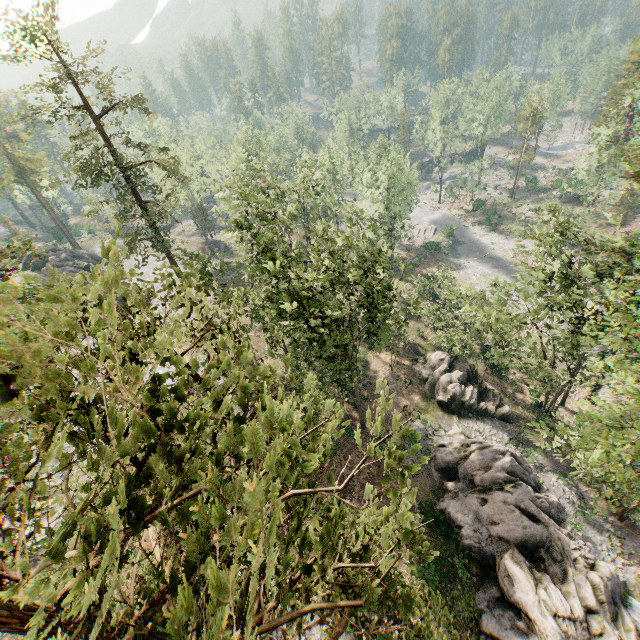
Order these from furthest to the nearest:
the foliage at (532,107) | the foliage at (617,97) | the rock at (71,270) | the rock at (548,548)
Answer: the foliage at (532,107), the rock at (71,270), the rock at (548,548), the foliage at (617,97)

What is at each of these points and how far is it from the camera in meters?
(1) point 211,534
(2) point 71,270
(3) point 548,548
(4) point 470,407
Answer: (1) foliage, 1.7
(2) rock, 44.8
(3) rock, 21.6
(4) rock, 30.9

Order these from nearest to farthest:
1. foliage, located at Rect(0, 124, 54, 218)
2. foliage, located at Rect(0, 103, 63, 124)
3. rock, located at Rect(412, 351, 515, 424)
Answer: foliage, located at Rect(0, 103, 63, 124) < rock, located at Rect(412, 351, 515, 424) < foliage, located at Rect(0, 124, 54, 218)

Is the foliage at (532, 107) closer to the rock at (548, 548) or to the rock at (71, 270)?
the rock at (71, 270)

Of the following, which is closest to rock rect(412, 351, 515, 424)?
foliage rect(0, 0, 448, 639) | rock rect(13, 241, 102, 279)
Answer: foliage rect(0, 0, 448, 639)

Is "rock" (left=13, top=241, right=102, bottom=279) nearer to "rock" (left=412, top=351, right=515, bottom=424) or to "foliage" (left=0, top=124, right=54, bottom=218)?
"foliage" (left=0, top=124, right=54, bottom=218)

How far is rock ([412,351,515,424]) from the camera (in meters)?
30.83

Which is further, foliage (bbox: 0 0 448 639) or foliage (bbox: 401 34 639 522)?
foliage (bbox: 401 34 639 522)
